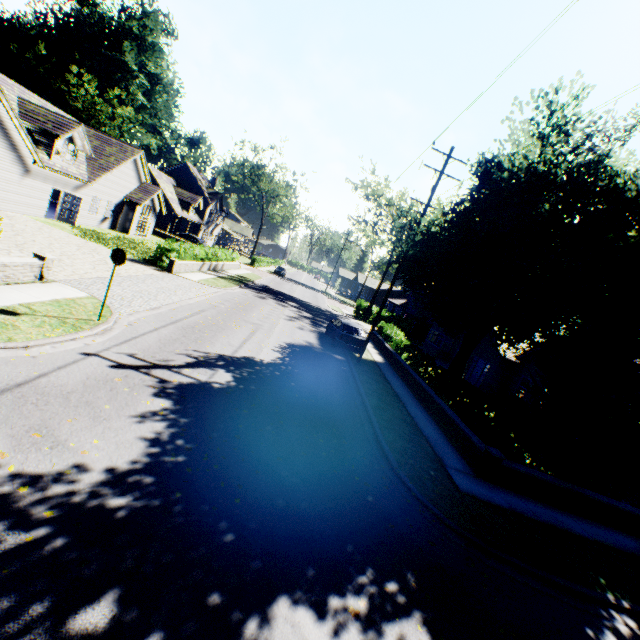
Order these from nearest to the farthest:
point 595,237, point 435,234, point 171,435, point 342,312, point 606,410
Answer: point 171,435 → point 606,410 → point 595,237 → point 435,234 → point 342,312

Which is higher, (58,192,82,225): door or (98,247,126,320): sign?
(98,247,126,320): sign

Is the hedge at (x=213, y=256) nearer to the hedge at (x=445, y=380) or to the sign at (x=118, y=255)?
the sign at (x=118, y=255)

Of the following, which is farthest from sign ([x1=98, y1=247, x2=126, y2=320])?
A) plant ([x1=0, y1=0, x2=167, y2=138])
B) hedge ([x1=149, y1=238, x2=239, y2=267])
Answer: plant ([x1=0, y1=0, x2=167, y2=138])

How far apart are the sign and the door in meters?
19.4 m

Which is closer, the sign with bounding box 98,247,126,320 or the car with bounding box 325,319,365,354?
the sign with bounding box 98,247,126,320

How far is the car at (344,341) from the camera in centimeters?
1873cm

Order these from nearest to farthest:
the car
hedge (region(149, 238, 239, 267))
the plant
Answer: the car < hedge (region(149, 238, 239, 267)) < the plant
